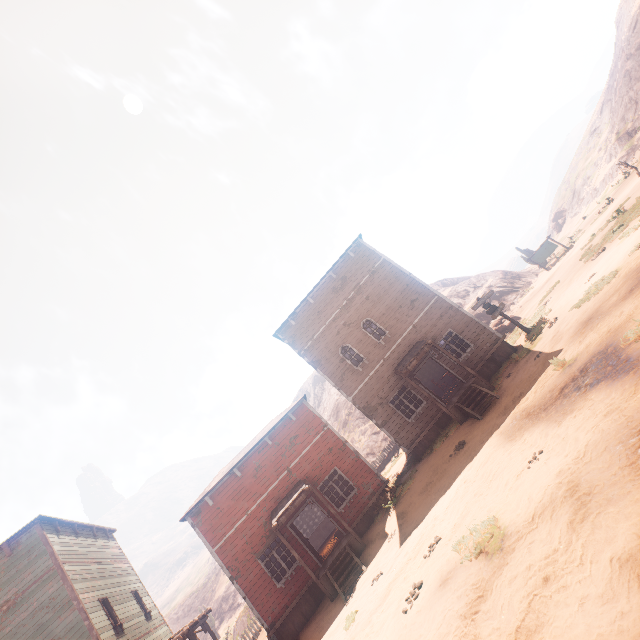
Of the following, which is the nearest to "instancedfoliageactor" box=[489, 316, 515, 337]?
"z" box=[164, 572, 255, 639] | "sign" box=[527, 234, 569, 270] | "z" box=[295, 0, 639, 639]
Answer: "z" box=[295, 0, 639, 639]

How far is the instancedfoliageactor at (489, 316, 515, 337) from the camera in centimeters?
2362cm

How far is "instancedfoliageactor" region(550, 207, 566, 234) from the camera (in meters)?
55.22

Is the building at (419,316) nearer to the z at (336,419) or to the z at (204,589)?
A: the z at (336,419)

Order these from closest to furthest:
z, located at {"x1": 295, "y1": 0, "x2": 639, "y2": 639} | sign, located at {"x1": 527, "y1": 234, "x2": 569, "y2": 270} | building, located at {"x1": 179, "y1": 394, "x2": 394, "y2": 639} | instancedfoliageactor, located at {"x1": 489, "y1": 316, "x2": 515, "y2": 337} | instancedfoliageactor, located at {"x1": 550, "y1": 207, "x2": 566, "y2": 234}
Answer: z, located at {"x1": 295, "y1": 0, "x2": 639, "y2": 639} → building, located at {"x1": 179, "y1": 394, "x2": 394, "y2": 639} → instancedfoliageactor, located at {"x1": 489, "y1": 316, "x2": 515, "y2": 337} → sign, located at {"x1": 527, "y1": 234, "x2": 569, "y2": 270} → instancedfoliageactor, located at {"x1": 550, "y1": 207, "x2": 566, "y2": 234}

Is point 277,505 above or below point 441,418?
above

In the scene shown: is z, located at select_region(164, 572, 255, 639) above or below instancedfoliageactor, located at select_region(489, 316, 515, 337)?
above

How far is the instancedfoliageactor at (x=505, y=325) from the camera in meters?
23.6 m
